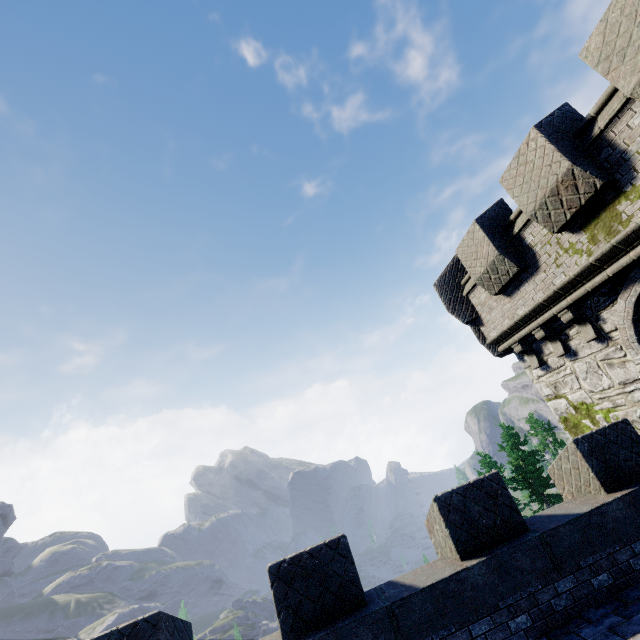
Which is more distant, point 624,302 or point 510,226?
point 510,226
